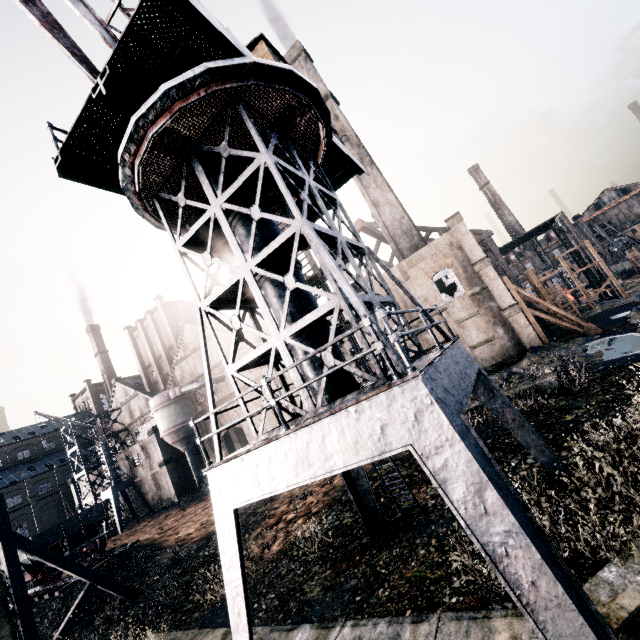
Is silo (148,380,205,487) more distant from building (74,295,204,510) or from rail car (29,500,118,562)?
rail car (29,500,118,562)

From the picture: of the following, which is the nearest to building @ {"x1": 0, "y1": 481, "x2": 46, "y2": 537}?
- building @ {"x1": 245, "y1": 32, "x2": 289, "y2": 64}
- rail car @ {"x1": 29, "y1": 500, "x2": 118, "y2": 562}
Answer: rail car @ {"x1": 29, "y1": 500, "x2": 118, "y2": 562}

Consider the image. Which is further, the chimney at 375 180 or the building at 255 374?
the building at 255 374

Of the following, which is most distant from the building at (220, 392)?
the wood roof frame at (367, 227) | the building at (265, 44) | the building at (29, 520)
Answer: the building at (265, 44)

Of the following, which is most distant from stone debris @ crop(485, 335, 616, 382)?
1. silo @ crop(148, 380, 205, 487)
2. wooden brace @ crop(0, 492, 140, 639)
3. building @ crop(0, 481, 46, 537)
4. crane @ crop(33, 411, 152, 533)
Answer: building @ crop(0, 481, 46, 537)

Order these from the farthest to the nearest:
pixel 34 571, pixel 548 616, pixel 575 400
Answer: pixel 34 571, pixel 575 400, pixel 548 616

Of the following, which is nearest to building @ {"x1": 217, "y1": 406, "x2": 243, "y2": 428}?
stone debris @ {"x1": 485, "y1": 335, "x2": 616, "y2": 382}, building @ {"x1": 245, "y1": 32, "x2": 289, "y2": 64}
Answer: stone debris @ {"x1": 485, "y1": 335, "x2": 616, "y2": 382}

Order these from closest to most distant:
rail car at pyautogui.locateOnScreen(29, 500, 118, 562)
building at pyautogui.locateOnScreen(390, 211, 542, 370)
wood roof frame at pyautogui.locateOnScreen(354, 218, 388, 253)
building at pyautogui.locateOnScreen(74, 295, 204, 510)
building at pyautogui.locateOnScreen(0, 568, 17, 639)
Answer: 1. building at pyautogui.locateOnScreen(0, 568, 17, 639)
2. rail car at pyautogui.locateOnScreen(29, 500, 118, 562)
3. building at pyautogui.locateOnScreen(390, 211, 542, 370)
4. wood roof frame at pyautogui.locateOnScreen(354, 218, 388, 253)
5. building at pyautogui.locateOnScreen(74, 295, 204, 510)
